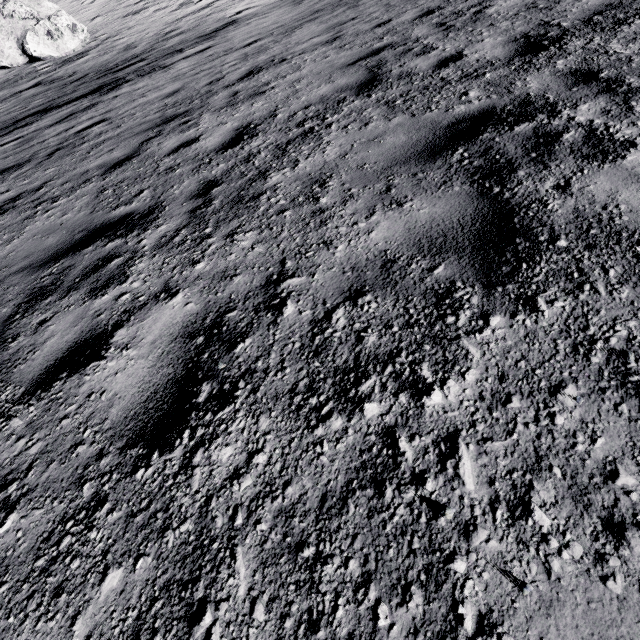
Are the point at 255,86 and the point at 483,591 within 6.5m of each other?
no
